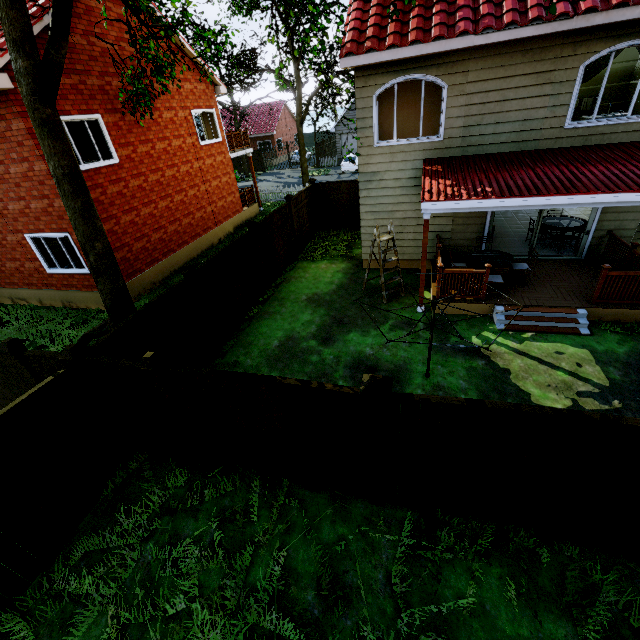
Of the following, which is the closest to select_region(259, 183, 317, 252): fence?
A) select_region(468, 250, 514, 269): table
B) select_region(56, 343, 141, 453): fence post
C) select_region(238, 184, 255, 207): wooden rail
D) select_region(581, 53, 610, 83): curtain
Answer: select_region(56, 343, 141, 453): fence post

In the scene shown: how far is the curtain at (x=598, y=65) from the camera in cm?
775

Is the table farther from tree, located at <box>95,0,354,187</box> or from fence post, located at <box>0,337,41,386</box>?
fence post, located at <box>0,337,41,386</box>

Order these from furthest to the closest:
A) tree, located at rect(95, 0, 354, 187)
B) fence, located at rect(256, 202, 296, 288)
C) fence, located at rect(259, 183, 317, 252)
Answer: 1. fence, located at rect(259, 183, 317, 252)
2. fence, located at rect(256, 202, 296, 288)
3. tree, located at rect(95, 0, 354, 187)

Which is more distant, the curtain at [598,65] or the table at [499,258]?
the table at [499,258]

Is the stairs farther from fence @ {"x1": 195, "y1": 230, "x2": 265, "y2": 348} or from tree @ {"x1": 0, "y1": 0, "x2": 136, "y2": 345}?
fence @ {"x1": 195, "y1": 230, "x2": 265, "y2": 348}

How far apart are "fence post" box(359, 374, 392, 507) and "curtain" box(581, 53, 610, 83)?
9.59m

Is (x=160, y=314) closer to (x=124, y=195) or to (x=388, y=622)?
(x=388, y=622)
